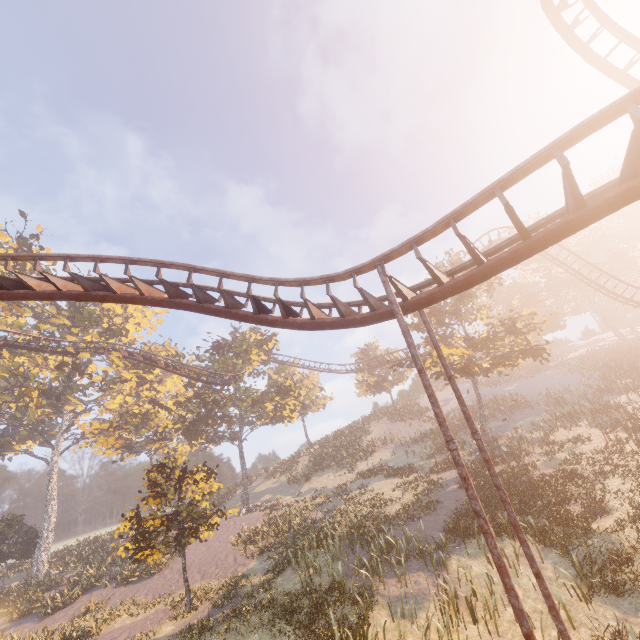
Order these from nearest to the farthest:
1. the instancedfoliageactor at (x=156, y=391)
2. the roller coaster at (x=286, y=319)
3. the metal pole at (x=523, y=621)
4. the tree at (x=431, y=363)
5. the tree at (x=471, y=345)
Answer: the metal pole at (x=523, y=621) → the roller coaster at (x=286, y=319) → the instancedfoliageactor at (x=156, y=391) → the tree at (x=471, y=345) → the tree at (x=431, y=363)

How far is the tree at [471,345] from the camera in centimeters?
2245cm

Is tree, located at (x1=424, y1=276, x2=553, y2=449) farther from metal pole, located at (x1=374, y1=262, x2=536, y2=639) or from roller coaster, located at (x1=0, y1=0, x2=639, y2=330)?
metal pole, located at (x1=374, y1=262, x2=536, y2=639)

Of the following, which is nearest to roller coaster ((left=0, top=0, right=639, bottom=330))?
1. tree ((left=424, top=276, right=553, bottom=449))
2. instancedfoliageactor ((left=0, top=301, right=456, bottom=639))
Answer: tree ((left=424, top=276, right=553, bottom=449))

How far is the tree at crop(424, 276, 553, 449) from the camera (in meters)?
22.45

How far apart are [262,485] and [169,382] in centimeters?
1875cm

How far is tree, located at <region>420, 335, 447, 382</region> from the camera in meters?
23.2

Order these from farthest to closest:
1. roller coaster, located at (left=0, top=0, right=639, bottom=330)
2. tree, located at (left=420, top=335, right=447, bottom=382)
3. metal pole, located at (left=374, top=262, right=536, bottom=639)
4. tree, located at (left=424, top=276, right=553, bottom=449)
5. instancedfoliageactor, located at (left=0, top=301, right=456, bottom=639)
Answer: tree, located at (left=420, top=335, right=447, bottom=382), tree, located at (left=424, top=276, right=553, bottom=449), instancedfoliageactor, located at (left=0, top=301, right=456, bottom=639), roller coaster, located at (left=0, top=0, right=639, bottom=330), metal pole, located at (left=374, top=262, right=536, bottom=639)
